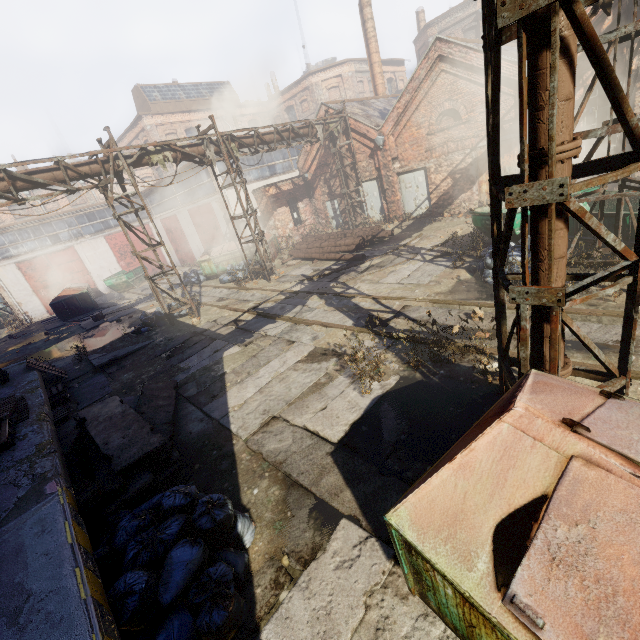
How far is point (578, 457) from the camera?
2.0 meters

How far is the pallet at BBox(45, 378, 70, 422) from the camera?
8.33m

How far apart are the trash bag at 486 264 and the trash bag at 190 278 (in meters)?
16.09

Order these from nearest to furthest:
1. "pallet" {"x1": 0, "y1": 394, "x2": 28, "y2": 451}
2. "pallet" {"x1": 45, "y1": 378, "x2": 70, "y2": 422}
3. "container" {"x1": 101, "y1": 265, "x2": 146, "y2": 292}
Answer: "pallet" {"x1": 0, "y1": 394, "x2": 28, "y2": 451} → "pallet" {"x1": 45, "y1": 378, "x2": 70, "y2": 422} → "container" {"x1": 101, "y1": 265, "x2": 146, "y2": 292}

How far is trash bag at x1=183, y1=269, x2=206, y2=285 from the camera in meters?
19.9

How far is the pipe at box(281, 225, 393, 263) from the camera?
15.5 meters

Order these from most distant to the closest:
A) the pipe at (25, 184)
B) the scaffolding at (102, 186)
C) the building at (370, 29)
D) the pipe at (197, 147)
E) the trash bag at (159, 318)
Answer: the building at (370, 29) → the trash bag at (159, 318) → the pipe at (197, 147) → the scaffolding at (102, 186) → the pipe at (25, 184)

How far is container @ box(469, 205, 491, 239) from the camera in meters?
10.1
